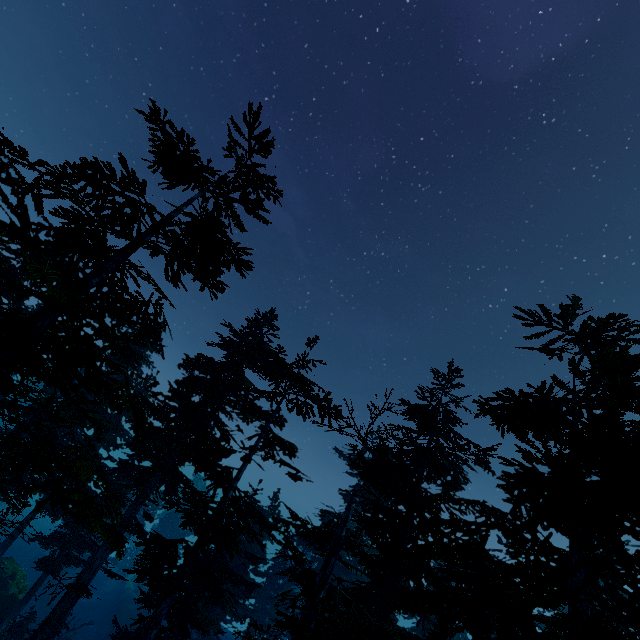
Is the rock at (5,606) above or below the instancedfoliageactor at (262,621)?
below

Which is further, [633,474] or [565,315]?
[565,315]

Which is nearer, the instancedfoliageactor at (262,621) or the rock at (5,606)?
the instancedfoliageactor at (262,621)

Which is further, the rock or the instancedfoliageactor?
the rock

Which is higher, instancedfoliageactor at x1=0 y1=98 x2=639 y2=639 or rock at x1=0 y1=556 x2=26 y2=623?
instancedfoliageactor at x1=0 y1=98 x2=639 y2=639
